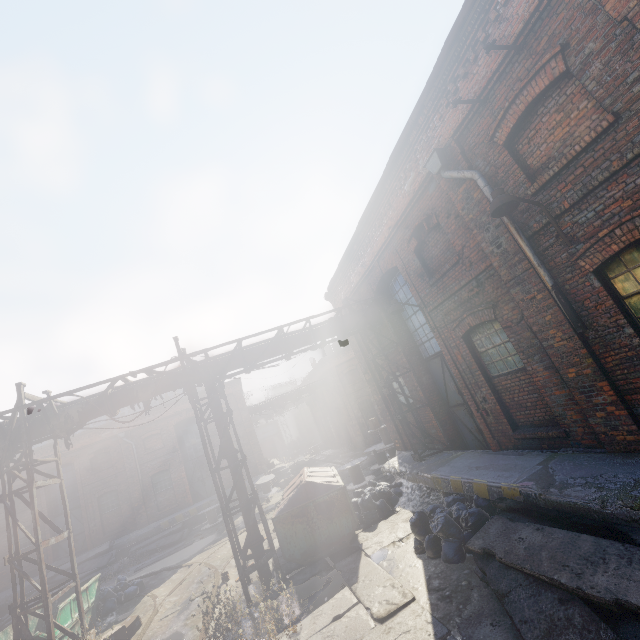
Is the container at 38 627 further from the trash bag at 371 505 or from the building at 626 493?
the building at 626 493

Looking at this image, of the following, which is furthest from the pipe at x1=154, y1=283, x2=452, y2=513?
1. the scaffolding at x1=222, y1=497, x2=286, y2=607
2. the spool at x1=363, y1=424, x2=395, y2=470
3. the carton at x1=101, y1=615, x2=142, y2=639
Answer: the spool at x1=363, y1=424, x2=395, y2=470

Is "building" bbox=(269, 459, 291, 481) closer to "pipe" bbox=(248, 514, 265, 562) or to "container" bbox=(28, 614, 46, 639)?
"container" bbox=(28, 614, 46, 639)

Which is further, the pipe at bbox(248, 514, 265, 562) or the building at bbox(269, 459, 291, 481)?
the building at bbox(269, 459, 291, 481)

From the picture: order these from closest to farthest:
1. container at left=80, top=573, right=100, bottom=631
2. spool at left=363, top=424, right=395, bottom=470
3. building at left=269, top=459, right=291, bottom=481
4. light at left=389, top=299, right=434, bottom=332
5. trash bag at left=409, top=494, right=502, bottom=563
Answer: trash bag at left=409, top=494, right=502, bottom=563 → light at left=389, top=299, right=434, bottom=332 → container at left=80, top=573, right=100, bottom=631 → spool at left=363, top=424, right=395, bottom=470 → building at left=269, top=459, right=291, bottom=481

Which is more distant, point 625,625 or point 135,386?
point 135,386

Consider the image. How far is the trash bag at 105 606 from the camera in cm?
1134

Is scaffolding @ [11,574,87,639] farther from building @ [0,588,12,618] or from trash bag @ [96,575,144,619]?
building @ [0,588,12,618]
